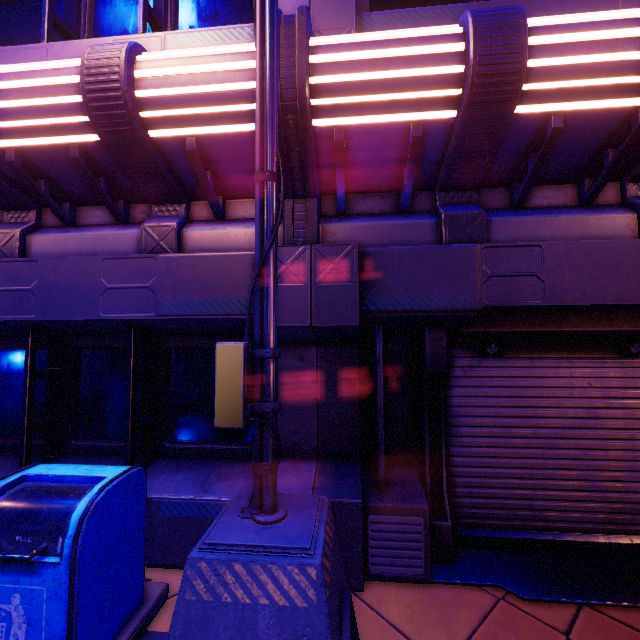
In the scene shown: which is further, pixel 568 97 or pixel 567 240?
pixel 567 240
